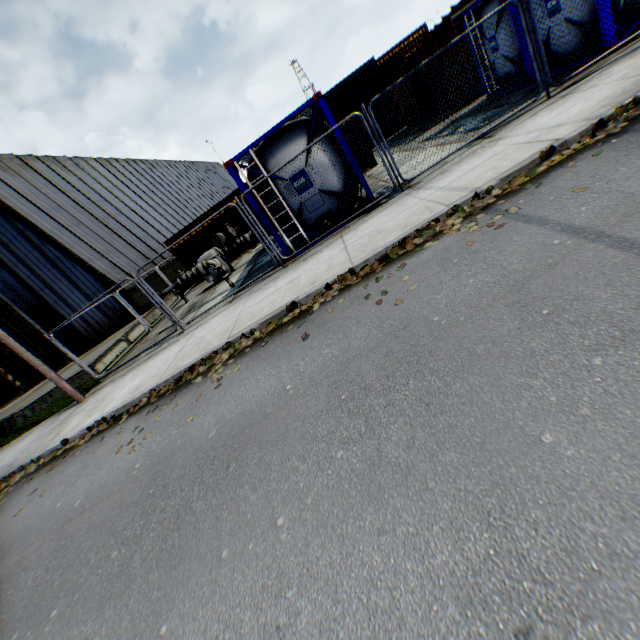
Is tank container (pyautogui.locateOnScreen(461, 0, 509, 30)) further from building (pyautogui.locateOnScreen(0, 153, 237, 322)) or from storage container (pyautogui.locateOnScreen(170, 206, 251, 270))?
building (pyautogui.locateOnScreen(0, 153, 237, 322))

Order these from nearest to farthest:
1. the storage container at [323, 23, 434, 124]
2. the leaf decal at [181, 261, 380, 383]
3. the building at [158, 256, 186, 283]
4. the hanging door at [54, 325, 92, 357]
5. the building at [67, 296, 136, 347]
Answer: the leaf decal at [181, 261, 380, 383], the building at [67, 296, 136, 347], the hanging door at [54, 325, 92, 357], the building at [158, 256, 186, 283], the storage container at [323, 23, 434, 124]

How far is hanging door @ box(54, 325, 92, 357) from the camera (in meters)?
19.00

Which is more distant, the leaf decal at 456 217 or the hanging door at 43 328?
the hanging door at 43 328

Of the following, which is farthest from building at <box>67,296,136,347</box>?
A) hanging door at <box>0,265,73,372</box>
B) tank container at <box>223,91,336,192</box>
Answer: tank container at <box>223,91,336,192</box>

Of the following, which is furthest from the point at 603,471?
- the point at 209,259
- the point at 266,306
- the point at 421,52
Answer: the point at 421,52

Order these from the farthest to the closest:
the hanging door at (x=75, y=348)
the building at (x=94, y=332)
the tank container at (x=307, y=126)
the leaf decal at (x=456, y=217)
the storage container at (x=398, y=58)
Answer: the storage container at (x=398, y=58)
the hanging door at (x=75, y=348)
the building at (x=94, y=332)
the tank container at (x=307, y=126)
the leaf decal at (x=456, y=217)

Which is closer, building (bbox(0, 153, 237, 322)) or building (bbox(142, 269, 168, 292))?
building (bbox(0, 153, 237, 322))
